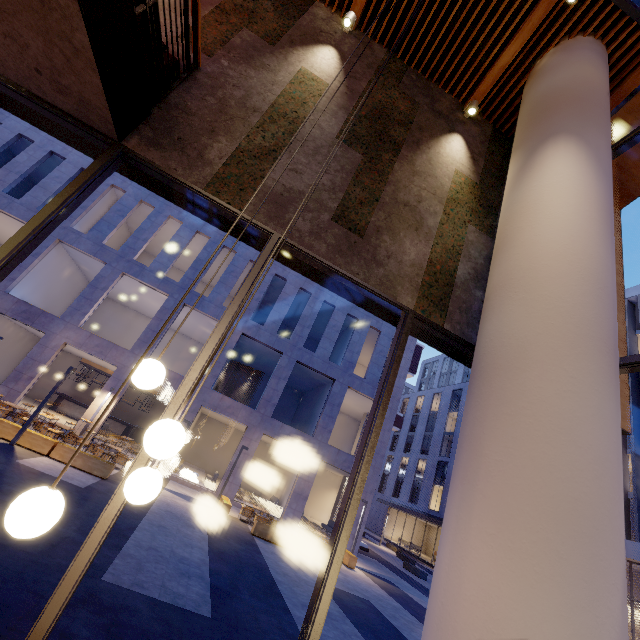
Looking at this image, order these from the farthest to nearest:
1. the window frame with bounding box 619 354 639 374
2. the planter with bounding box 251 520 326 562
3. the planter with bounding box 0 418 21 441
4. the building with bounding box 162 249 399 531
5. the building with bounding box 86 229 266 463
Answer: the building with bounding box 162 249 399 531 → the building with bounding box 86 229 266 463 → the planter with bounding box 251 520 326 562 → the planter with bounding box 0 418 21 441 → the window frame with bounding box 619 354 639 374

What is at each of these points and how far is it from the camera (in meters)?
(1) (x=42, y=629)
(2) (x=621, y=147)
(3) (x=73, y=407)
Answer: (1) window frame, 2.25
(2) window frame, 5.18
(3) bar counter, 21.47

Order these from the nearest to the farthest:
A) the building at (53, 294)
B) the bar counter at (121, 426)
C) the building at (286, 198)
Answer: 1. the building at (286, 198)
2. the building at (53, 294)
3. the bar counter at (121, 426)

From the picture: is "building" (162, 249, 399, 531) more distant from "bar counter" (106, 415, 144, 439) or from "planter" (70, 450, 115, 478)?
"planter" (70, 450, 115, 478)

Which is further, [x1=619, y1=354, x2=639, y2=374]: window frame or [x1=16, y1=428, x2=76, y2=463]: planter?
[x1=16, y1=428, x2=76, y2=463]: planter

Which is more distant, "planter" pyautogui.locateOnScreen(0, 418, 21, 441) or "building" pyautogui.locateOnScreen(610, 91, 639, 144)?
"planter" pyautogui.locateOnScreen(0, 418, 21, 441)

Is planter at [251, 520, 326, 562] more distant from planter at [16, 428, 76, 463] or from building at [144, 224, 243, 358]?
planter at [16, 428, 76, 463]

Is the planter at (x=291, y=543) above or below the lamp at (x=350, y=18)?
below
